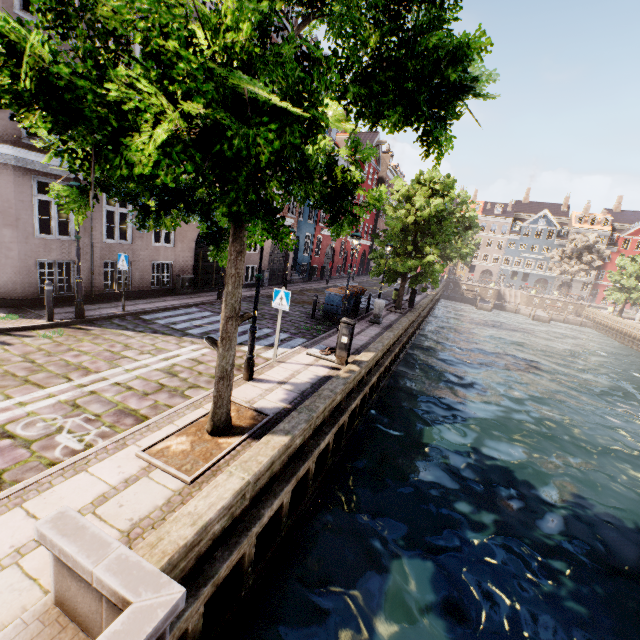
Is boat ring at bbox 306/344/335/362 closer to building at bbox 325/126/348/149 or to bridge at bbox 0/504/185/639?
bridge at bbox 0/504/185/639

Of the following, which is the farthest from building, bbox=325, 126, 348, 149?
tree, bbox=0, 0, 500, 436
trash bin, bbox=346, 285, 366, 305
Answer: trash bin, bbox=346, 285, 366, 305

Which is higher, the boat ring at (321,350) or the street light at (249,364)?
the street light at (249,364)

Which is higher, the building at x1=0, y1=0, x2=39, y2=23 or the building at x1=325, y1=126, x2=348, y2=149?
the building at x1=325, y1=126, x2=348, y2=149

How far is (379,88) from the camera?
3.53m

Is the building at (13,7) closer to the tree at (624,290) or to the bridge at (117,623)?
the tree at (624,290)

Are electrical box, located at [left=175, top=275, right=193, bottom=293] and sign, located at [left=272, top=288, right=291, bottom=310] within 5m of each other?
no

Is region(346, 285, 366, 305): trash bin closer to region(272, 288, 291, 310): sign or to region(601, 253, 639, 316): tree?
region(601, 253, 639, 316): tree
